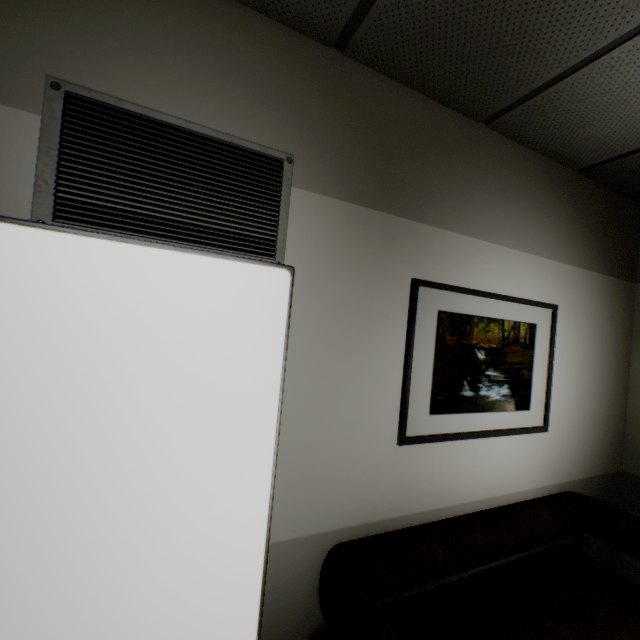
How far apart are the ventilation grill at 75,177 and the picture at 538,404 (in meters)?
0.76

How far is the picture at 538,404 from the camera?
1.8m

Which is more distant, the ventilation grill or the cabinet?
the ventilation grill

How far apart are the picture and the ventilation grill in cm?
Result: 76

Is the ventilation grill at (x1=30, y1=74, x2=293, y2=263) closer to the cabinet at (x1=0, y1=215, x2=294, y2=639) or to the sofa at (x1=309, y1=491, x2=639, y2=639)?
the cabinet at (x1=0, y1=215, x2=294, y2=639)

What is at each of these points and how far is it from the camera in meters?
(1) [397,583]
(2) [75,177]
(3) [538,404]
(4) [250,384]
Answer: (1) sofa, 1.5 m
(2) ventilation grill, 1.1 m
(3) picture, 2.2 m
(4) cabinet, 0.7 m

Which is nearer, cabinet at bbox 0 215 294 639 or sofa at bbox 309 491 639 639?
cabinet at bbox 0 215 294 639

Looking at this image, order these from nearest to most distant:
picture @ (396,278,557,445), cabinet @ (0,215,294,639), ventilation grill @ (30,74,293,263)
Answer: cabinet @ (0,215,294,639), ventilation grill @ (30,74,293,263), picture @ (396,278,557,445)
